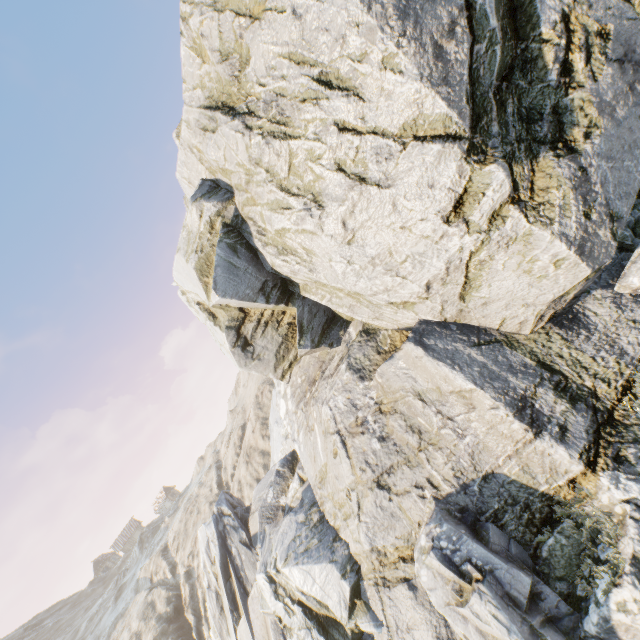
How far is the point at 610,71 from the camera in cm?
683
